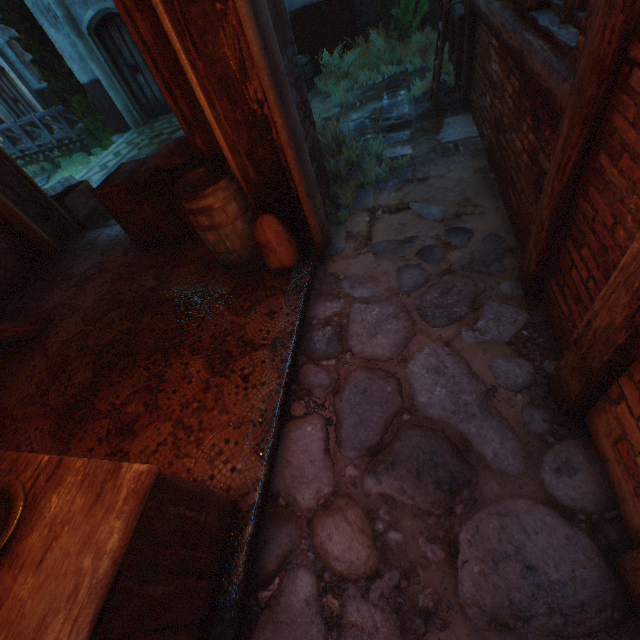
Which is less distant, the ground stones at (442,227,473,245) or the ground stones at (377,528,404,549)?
the ground stones at (377,528,404,549)

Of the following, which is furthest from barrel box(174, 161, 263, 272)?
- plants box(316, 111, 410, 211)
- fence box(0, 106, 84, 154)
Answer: fence box(0, 106, 84, 154)

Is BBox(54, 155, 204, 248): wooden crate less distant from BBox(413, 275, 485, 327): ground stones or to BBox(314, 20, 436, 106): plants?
BBox(413, 275, 485, 327): ground stones

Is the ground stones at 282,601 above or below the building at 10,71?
below

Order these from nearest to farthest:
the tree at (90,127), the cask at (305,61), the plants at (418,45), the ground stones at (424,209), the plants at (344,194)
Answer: the ground stones at (424,209) < the plants at (344,194) < the plants at (418,45) < the cask at (305,61) < the tree at (90,127)

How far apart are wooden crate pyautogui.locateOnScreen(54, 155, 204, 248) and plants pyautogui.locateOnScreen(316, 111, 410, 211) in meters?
0.8

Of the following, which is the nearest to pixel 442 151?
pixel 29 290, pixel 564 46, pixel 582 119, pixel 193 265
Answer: pixel 564 46

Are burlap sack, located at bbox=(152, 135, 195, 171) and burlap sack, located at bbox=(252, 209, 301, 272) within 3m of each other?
yes
